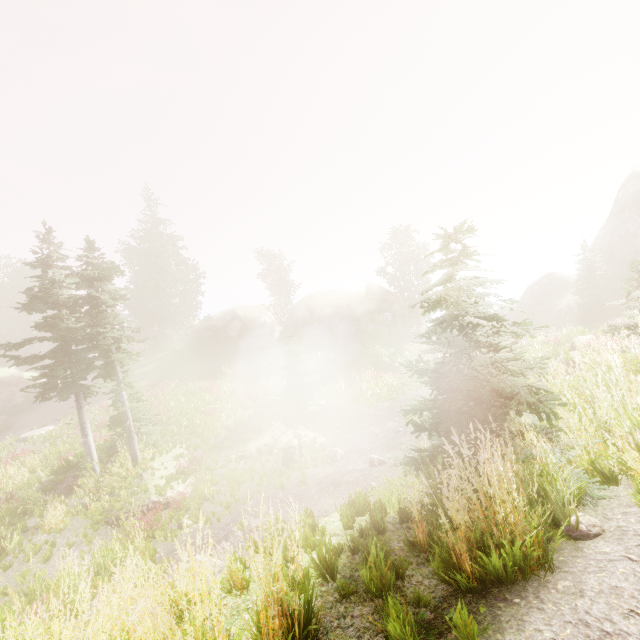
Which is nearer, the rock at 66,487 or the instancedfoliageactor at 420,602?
the instancedfoliageactor at 420,602

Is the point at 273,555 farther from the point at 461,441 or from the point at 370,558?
the point at 461,441

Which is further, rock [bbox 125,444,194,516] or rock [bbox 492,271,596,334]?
rock [bbox 492,271,596,334]

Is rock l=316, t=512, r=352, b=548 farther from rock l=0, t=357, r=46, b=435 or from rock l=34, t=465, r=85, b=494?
rock l=0, t=357, r=46, b=435

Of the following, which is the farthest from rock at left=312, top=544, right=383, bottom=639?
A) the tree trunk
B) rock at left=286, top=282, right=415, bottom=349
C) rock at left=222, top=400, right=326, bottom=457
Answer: rock at left=286, top=282, right=415, bottom=349

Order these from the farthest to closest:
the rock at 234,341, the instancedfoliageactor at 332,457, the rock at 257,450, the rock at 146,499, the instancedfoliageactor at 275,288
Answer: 1. the instancedfoliageactor at 275,288
2. the rock at 234,341
3. the rock at 257,450
4. the instancedfoliageactor at 332,457
5. the rock at 146,499

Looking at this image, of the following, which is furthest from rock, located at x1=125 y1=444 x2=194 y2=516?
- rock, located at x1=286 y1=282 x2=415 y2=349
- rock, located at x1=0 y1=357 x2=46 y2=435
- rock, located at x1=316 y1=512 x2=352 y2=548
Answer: rock, located at x1=0 y1=357 x2=46 y2=435

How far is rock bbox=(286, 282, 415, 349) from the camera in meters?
34.4 m
